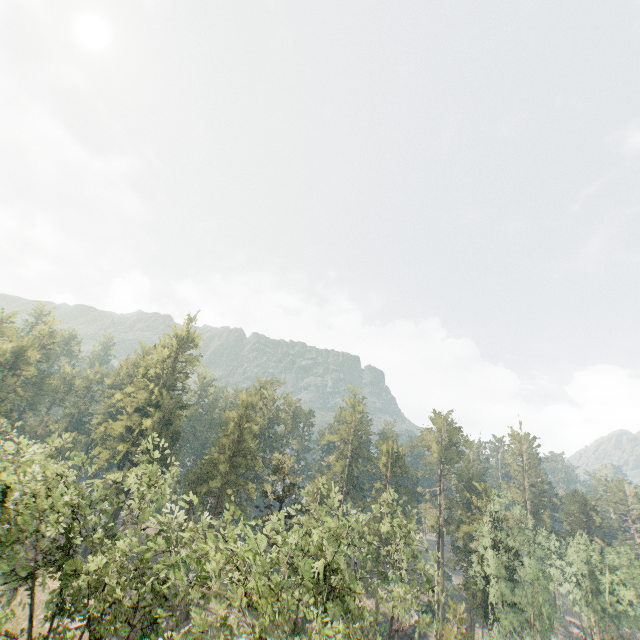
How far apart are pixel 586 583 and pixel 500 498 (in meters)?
28.78
